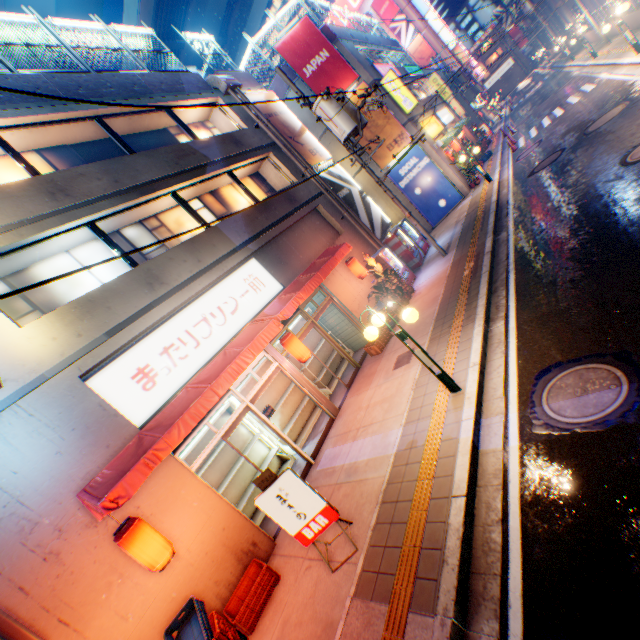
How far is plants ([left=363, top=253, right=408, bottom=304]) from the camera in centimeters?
1184cm

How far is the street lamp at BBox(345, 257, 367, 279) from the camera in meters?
12.4

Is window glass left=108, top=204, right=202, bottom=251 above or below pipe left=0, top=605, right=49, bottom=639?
above

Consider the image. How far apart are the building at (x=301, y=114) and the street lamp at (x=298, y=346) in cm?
1390

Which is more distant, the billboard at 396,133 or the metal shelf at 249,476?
the billboard at 396,133

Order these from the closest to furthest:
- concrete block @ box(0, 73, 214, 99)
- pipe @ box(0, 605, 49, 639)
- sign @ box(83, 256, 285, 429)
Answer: pipe @ box(0, 605, 49, 639)
sign @ box(83, 256, 285, 429)
concrete block @ box(0, 73, 214, 99)

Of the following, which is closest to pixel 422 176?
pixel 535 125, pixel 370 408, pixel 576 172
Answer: pixel 535 125

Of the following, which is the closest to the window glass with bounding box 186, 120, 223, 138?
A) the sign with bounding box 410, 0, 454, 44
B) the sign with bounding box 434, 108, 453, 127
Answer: the sign with bounding box 434, 108, 453, 127
